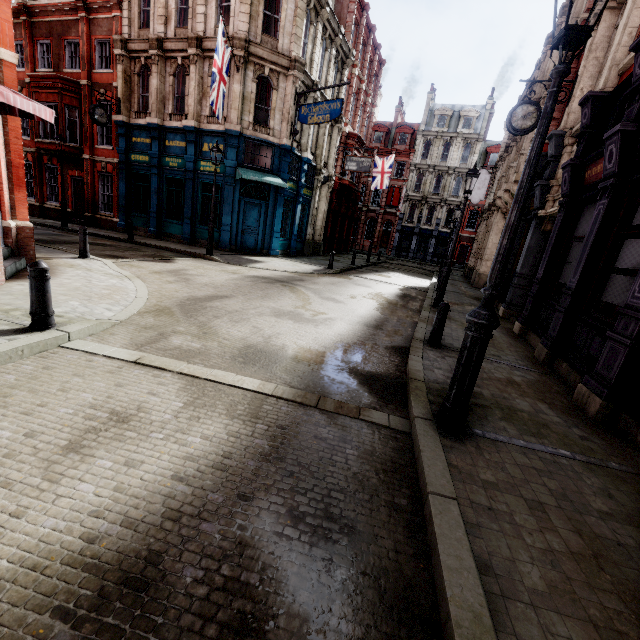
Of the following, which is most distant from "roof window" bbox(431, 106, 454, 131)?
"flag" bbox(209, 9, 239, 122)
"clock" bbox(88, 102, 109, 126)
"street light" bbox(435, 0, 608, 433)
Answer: "street light" bbox(435, 0, 608, 433)

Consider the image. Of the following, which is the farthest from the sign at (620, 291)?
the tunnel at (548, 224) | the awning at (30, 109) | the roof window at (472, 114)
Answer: the roof window at (472, 114)

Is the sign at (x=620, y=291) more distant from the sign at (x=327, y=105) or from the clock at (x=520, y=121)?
the sign at (x=327, y=105)

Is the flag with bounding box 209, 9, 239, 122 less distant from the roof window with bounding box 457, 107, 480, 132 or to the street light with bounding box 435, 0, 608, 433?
the street light with bounding box 435, 0, 608, 433

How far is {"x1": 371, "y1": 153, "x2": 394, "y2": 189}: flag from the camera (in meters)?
29.58

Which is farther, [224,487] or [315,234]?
[315,234]

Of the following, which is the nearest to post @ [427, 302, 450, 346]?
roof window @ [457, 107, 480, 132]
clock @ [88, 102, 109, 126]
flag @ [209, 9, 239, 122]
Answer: flag @ [209, 9, 239, 122]

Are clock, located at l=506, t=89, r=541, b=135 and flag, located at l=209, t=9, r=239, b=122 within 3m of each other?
no
